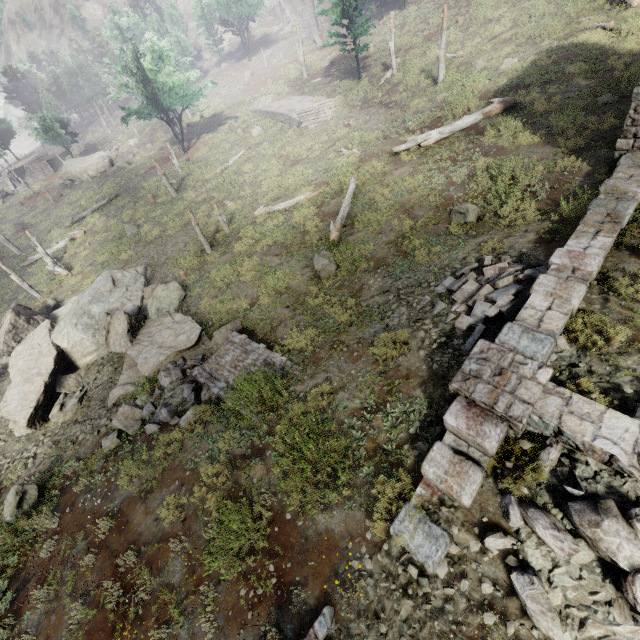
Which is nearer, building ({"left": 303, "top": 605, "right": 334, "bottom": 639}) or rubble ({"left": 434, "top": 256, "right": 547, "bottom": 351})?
building ({"left": 303, "top": 605, "right": 334, "bottom": 639})

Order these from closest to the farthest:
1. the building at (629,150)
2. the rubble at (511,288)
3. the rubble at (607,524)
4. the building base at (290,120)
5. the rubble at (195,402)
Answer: the rubble at (607,524) < the building at (629,150) < the rubble at (511,288) < the rubble at (195,402) < the building base at (290,120)

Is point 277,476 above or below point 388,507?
below

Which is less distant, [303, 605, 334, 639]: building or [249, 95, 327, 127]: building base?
[303, 605, 334, 639]: building

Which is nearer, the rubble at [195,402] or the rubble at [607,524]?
the rubble at [607,524]

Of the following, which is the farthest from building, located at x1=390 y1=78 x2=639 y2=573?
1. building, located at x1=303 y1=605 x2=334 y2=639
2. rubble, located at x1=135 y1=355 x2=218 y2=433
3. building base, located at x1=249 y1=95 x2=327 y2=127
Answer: building base, located at x1=249 y1=95 x2=327 y2=127

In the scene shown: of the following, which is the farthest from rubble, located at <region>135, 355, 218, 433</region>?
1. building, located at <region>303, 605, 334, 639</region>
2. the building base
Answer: the building base

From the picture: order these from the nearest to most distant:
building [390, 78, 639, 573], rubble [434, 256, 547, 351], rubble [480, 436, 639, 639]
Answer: rubble [480, 436, 639, 639]
building [390, 78, 639, 573]
rubble [434, 256, 547, 351]
